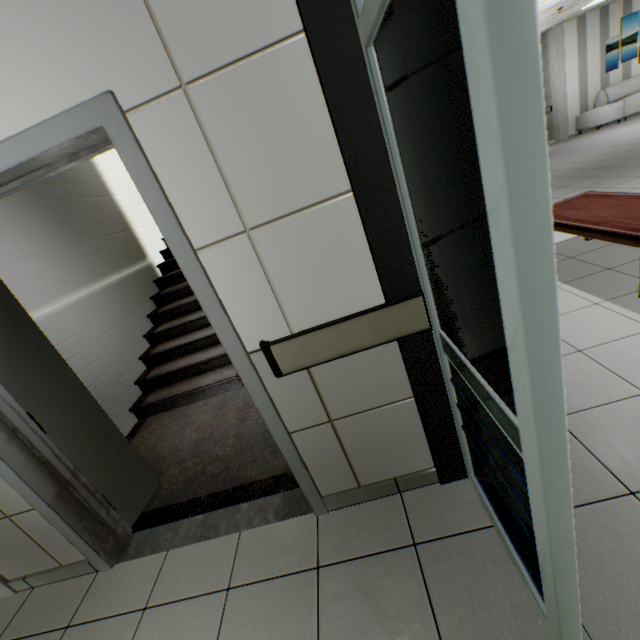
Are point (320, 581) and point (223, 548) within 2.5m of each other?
yes

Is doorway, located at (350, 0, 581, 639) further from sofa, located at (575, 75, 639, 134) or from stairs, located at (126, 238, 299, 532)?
sofa, located at (575, 75, 639, 134)

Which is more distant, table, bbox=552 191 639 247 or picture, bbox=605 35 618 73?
picture, bbox=605 35 618 73

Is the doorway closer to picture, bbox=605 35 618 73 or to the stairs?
the stairs

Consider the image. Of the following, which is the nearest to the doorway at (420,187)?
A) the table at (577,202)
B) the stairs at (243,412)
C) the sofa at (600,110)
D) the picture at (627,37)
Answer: the stairs at (243,412)

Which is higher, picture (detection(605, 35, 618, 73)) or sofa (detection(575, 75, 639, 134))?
picture (detection(605, 35, 618, 73))

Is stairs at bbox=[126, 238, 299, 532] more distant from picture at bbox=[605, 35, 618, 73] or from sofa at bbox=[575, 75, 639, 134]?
picture at bbox=[605, 35, 618, 73]

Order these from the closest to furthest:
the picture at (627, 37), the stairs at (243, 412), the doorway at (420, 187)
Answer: the doorway at (420, 187) → the stairs at (243, 412) → the picture at (627, 37)
